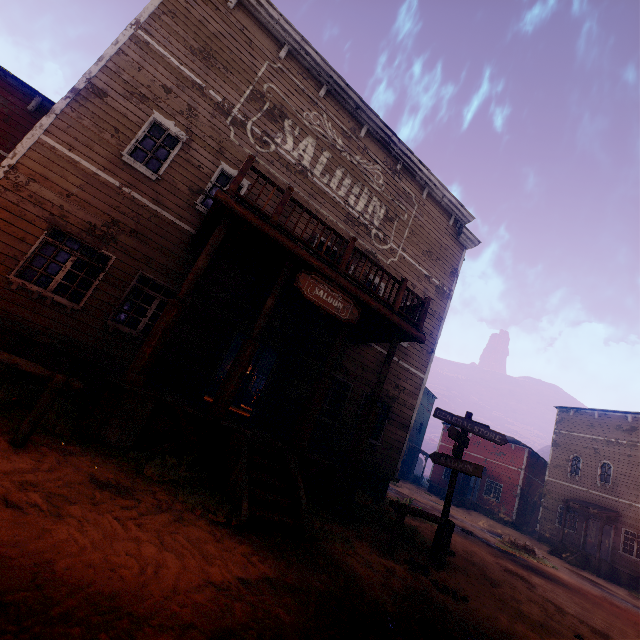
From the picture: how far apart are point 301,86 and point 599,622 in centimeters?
1771cm

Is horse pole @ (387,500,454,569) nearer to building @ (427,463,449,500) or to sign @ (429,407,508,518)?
sign @ (429,407,508,518)

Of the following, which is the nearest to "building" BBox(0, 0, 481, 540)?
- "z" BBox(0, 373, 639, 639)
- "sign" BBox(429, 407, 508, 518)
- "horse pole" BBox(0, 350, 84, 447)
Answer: "z" BBox(0, 373, 639, 639)

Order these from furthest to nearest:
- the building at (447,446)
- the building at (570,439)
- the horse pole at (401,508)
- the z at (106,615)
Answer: Result: the building at (447,446) → the building at (570,439) → the horse pole at (401,508) → the z at (106,615)

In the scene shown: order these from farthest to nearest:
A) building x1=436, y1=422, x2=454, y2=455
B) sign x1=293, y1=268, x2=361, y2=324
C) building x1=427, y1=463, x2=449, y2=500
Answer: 1. building x1=436, y1=422, x2=454, y2=455
2. building x1=427, y1=463, x2=449, y2=500
3. sign x1=293, y1=268, x2=361, y2=324

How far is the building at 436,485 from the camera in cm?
3158

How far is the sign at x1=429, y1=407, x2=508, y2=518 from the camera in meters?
7.4 m

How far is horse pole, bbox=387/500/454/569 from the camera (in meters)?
6.08
